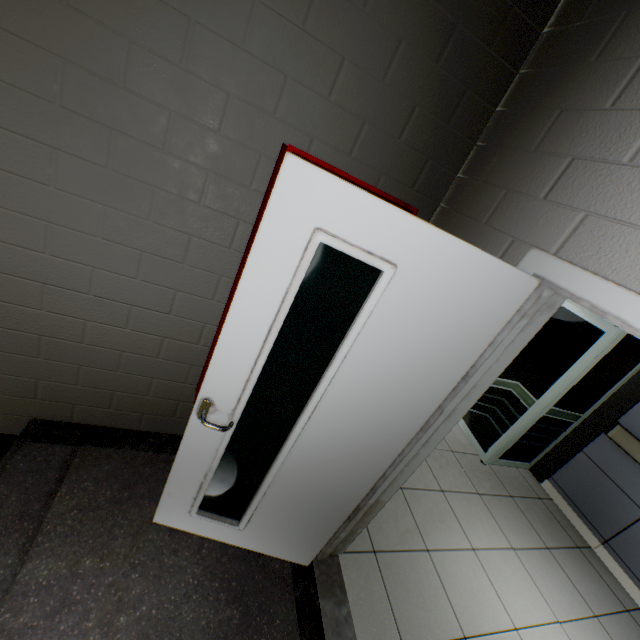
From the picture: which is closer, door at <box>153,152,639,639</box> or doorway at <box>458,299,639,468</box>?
door at <box>153,152,639,639</box>

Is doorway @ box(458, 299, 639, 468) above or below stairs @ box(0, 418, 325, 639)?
above

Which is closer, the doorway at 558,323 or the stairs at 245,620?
the stairs at 245,620

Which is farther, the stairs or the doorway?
the doorway

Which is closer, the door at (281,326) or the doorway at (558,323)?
the door at (281,326)

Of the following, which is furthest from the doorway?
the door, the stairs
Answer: the door

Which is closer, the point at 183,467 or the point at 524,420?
the point at 183,467
